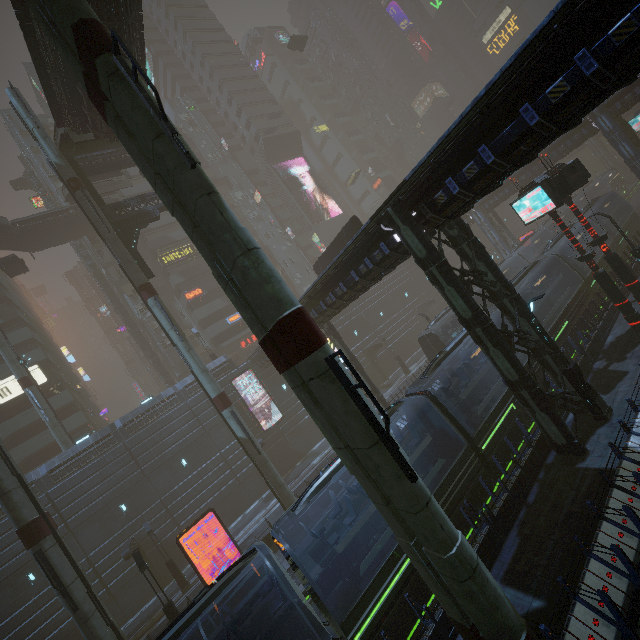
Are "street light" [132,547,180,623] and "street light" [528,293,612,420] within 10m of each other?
no

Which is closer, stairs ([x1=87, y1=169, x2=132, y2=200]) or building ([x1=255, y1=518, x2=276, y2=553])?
building ([x1=255, y1=518, x2=276, y2=553])

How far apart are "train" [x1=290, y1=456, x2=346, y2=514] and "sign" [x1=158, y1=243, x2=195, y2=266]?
40.7m

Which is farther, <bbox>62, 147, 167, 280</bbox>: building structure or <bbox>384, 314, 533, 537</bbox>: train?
<bbox>62, 147, 167, 280</bbox>: building structure

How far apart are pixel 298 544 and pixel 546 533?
14.0m

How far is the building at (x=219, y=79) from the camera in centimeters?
5888cm

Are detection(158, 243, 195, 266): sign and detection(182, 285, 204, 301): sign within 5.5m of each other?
yes

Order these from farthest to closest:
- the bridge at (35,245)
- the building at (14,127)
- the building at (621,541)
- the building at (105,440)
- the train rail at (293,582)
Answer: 1. the building at (14,127)
2. the bridge at (35,245)
3. the building at (105,440)
4. the train rail at (293,582)
5. the building at (621,541)
